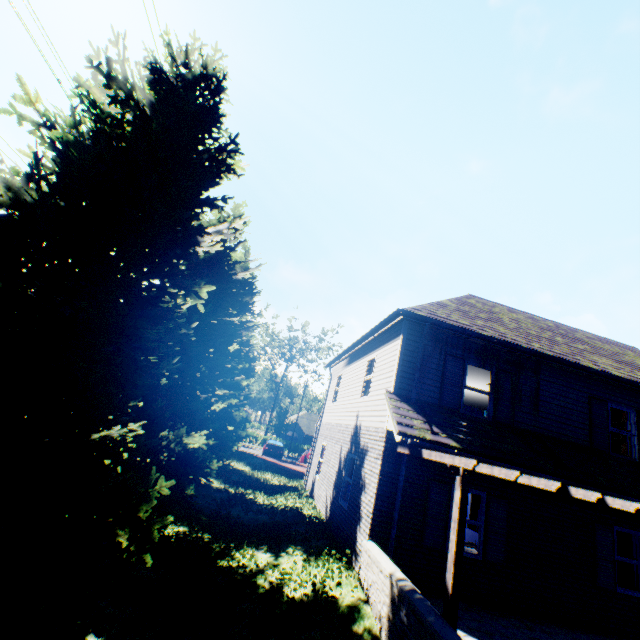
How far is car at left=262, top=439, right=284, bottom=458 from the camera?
29.0m

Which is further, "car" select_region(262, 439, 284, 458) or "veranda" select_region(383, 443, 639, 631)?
"car" select_region(262, 439, 284, 458)

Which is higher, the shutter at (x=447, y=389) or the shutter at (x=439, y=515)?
the shutter at (x=447, y=389)

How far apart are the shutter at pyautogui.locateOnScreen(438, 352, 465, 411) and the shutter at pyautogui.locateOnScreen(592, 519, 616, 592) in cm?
469

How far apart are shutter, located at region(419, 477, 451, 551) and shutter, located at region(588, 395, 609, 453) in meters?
4.8 m

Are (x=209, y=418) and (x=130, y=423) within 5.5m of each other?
no

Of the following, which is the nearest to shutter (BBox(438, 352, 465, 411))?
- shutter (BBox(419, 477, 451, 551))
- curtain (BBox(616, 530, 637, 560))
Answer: shutter (BBox(419, 477, 451, 551))

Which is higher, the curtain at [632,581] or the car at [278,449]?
the curtain at [632,581]
